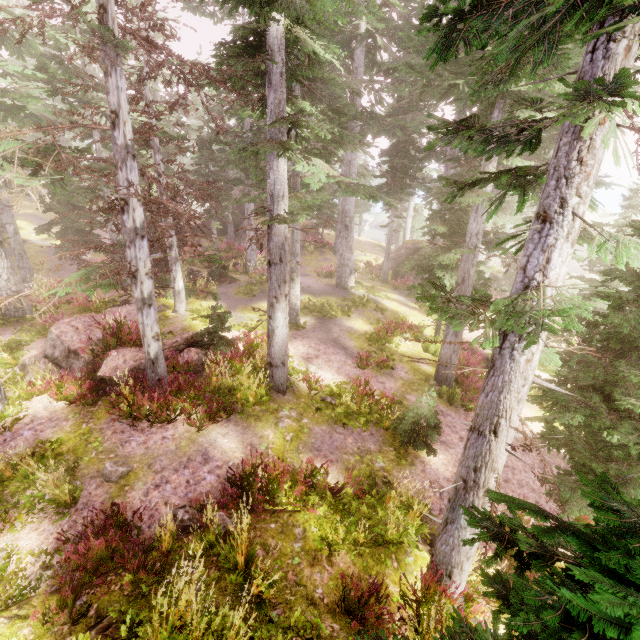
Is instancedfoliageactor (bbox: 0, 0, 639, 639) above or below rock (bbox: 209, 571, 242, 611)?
above

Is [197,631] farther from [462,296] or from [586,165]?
[586,165]

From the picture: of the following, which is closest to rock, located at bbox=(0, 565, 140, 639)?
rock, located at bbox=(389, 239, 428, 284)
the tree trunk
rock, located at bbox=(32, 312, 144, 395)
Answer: rock, located at bbox=(32, 312, 144, 395)

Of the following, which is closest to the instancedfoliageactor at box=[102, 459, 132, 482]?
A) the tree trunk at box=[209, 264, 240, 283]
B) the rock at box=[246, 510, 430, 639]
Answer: the rock at box=[246, 510, 430, 639]

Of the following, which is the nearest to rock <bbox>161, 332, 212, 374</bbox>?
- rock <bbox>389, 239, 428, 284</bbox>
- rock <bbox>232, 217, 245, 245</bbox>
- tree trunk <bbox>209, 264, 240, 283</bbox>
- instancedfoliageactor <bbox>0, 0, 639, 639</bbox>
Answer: instancedfoliageactor <bbox>0, 0, 639, 639</bbox>

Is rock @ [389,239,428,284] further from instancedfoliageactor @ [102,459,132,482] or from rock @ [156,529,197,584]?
rock @ [156,529,197,584]

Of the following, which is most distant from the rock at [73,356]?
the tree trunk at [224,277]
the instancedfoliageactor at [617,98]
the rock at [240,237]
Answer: the rock at [240,237]

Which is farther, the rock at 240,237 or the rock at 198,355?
the rock at 240,237
